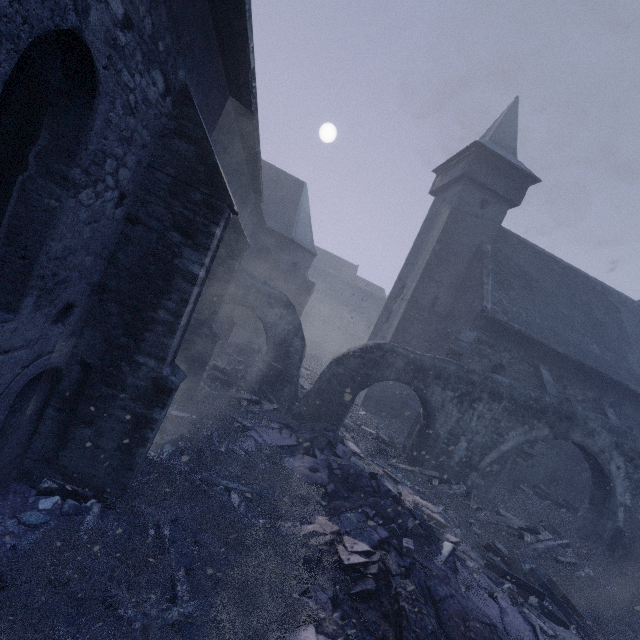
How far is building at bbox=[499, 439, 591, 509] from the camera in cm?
1485

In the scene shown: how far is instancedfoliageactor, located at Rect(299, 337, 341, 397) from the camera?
17.5 meters

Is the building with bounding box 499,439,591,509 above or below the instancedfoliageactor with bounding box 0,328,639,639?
above

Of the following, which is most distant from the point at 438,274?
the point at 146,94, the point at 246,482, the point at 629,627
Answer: the point at 146,94

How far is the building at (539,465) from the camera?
14.9 meters

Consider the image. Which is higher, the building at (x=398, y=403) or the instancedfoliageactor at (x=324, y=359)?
the building at (x=398, y=403)
